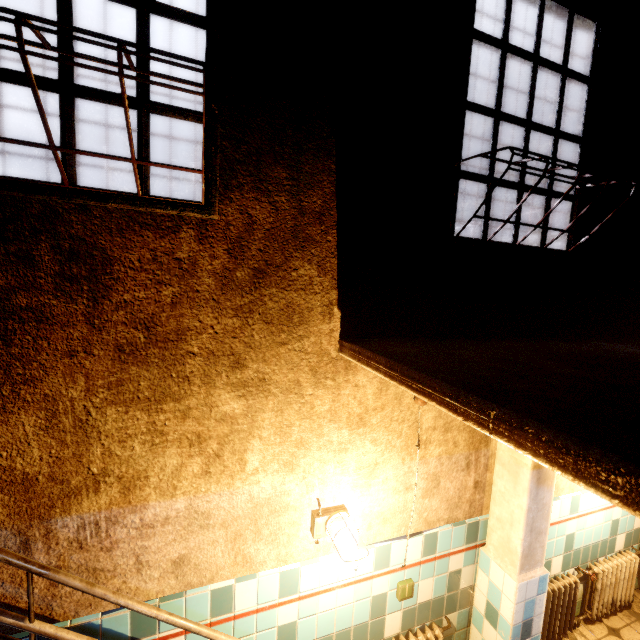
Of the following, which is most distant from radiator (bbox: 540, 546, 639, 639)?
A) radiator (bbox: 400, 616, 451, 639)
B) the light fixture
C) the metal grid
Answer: the metal grid

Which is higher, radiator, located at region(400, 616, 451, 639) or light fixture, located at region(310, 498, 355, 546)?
light fixture, located at region(310, 498, 355, 546)

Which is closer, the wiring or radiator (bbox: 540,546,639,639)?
the wiring

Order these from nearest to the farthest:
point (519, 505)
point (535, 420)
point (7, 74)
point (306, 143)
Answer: point (535, 420) < point (7, 74) < point (306, 143) < point (519, 505)

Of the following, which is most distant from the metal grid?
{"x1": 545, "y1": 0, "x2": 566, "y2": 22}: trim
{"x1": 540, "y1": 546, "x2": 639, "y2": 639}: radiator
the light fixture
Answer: {"x1": 540, "y1": 546, "x2": 639, "y2": 639}: radiator

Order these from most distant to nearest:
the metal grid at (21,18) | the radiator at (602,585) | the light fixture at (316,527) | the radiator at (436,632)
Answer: the radiator at (602,585)
the radiator at (436,632)
the light fixture at (316,527)
the metal grid at (21,18)

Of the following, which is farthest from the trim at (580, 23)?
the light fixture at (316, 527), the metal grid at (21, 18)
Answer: the metal grid at (21, 18)

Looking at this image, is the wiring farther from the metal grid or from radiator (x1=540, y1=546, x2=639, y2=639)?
the metal grid
